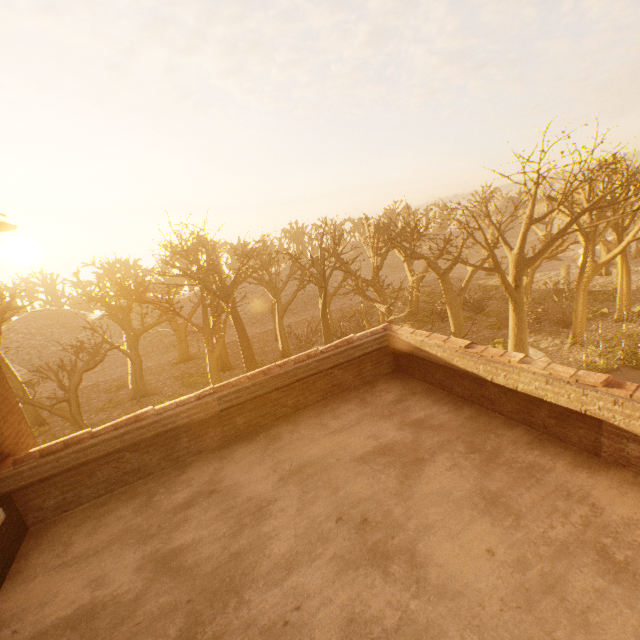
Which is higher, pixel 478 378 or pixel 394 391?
pixel 478 378
